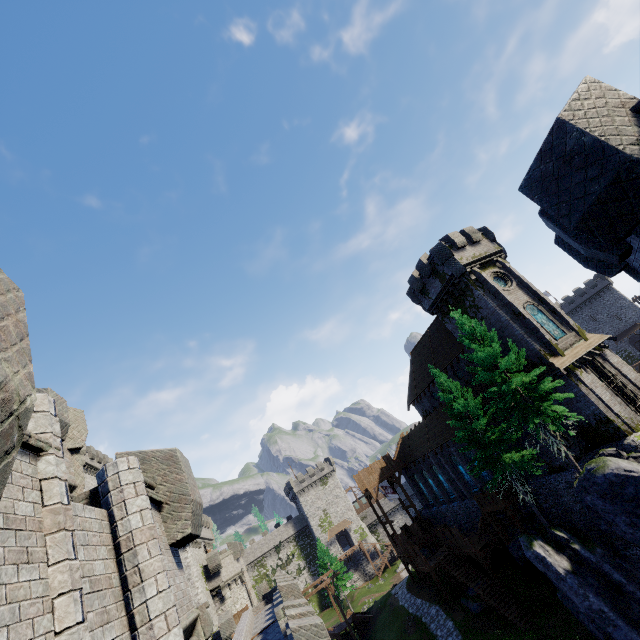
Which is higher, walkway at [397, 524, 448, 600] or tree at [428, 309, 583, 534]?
tree at [428, 309, 583, 534]

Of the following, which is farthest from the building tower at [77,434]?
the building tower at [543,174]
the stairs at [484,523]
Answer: the stairs at [484,523]

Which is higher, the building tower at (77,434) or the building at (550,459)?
the building tower at (77,434)

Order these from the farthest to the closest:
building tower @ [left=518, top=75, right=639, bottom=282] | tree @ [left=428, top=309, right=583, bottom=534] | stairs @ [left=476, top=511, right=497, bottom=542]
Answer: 1. stairs @ [left=476, top=511, right=497, bottom=542]
2. tree @ [left=428, top=309, right=583, bottom=534]
3. building tower @ [left=518, top=75, right=639, bottom=282]

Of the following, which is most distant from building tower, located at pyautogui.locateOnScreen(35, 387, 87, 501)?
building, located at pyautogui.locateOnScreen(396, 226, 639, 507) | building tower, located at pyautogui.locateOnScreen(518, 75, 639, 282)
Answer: building, located at pyautogui.locateOnScreen(396, 226, 639, 507)

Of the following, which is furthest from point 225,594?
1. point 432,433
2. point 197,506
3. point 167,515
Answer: point 167,515

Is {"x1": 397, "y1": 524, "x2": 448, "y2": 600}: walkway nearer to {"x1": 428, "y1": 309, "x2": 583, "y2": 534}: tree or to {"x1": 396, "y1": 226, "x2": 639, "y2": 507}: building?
{"x1": 396, "y1": 226, "x2": 639, "y2": 507}: building

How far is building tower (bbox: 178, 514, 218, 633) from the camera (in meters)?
34.22
